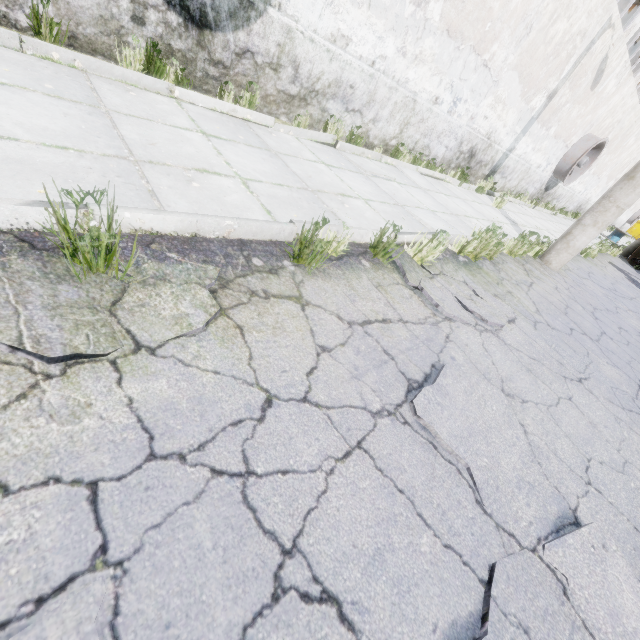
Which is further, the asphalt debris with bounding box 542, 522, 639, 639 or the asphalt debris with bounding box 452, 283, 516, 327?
the asphalt debris with bounding box 452, 283, 516, 327

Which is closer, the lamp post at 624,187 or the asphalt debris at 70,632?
the asphalt debris at 70,632

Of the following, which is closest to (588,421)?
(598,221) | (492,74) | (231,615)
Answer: (231,615)

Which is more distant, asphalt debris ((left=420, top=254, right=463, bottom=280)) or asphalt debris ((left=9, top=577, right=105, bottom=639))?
asphalt debris ((left=420, top=254, right=463, bottom=280))

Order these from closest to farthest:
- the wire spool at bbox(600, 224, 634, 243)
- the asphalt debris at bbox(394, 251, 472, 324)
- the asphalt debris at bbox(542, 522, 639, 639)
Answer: the asphalt debris at bbox(542, 522, 639, 639), the asphalt debris at bbox(394, 251, 472, 324), the wire spool at bbox(600, 224, 634, 243)

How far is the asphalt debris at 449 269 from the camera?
3.8 meters

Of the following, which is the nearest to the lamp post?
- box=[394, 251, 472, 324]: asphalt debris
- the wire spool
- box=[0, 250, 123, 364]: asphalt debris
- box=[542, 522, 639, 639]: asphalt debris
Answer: box=[394, 251, 472, 324]: asphalt debris

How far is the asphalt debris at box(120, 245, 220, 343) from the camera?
1.65m
